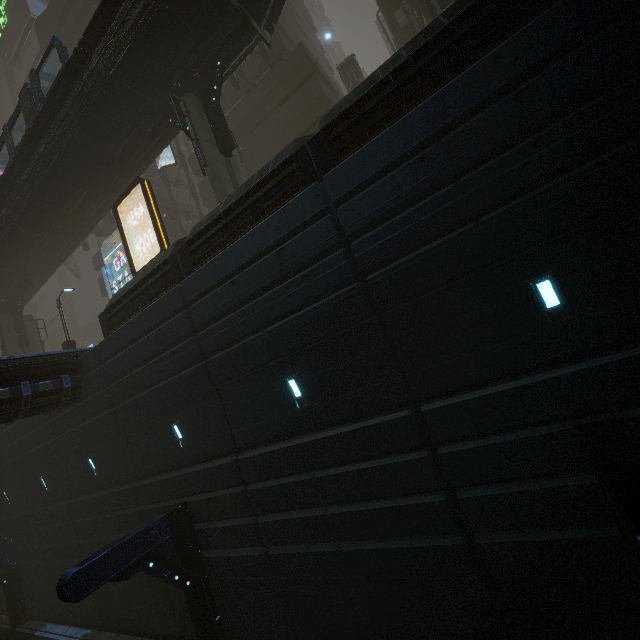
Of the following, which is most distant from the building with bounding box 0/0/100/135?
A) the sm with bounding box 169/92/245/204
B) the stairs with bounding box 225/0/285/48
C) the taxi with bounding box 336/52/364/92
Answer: the stairs with bounding box 225/0/285/48

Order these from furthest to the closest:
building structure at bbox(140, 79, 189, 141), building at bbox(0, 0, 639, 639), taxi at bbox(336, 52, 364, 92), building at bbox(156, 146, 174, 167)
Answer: building at bbox(156, 146, 174, 167) → taxi at bbox(336, 52, 364, 92) → building structure at bbox(140, 79, 189, 141) → building at bbox(0, 0, 639, 639)

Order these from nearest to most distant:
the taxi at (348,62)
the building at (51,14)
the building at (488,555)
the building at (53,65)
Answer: the building at (488,555) < the taxi at (348,62) < the building at (51,14) < the building at (53,65)

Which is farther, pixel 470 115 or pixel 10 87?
pixel 10 87

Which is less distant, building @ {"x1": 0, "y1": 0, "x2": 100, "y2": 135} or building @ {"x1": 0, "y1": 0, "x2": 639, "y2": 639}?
building @ {"x1": 0, "y1": 0, "x2": 639, "y2": 639}

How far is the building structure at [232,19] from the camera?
13.9m

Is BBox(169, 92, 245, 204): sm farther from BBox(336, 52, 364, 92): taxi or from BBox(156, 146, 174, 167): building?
BBox(336, 52, 364, 92): taxi
